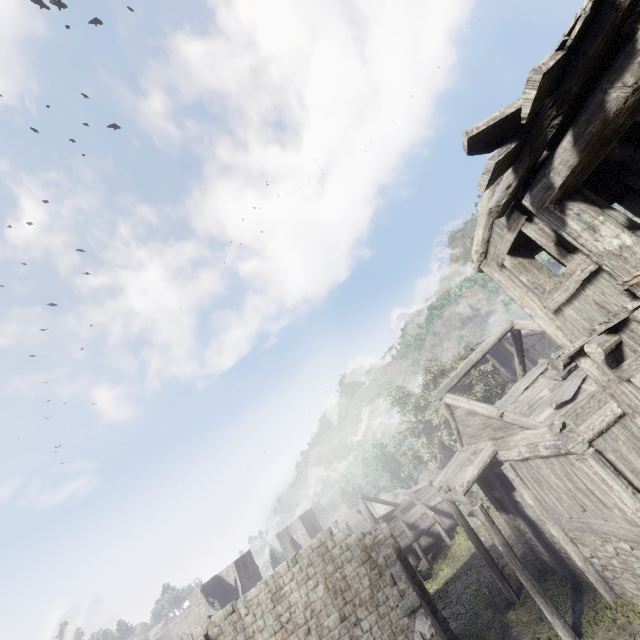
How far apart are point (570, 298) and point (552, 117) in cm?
309
